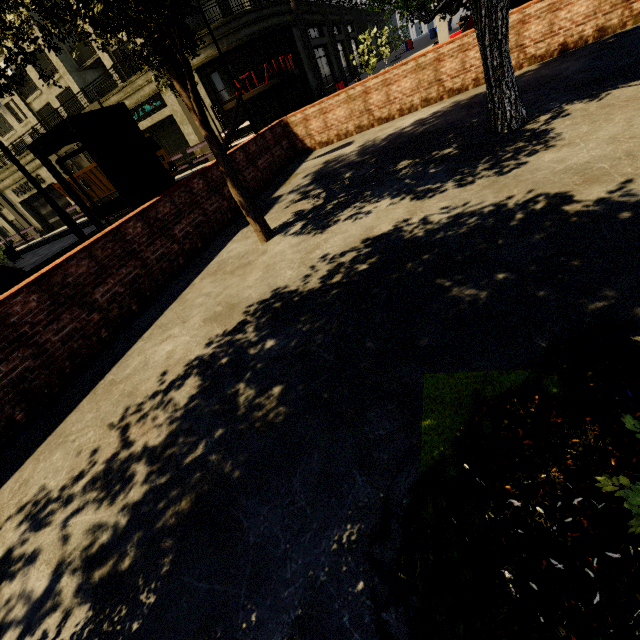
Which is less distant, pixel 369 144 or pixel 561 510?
pixel 561 510

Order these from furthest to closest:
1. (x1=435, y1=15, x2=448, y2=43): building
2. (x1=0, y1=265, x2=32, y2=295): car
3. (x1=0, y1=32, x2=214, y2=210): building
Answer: (x1=0, y1=32, x2=214, y2=210): building → (x1=435, y1=15, x2=448, y2=43): building → (x1=0, y1=265, x2=32, y2=295): car

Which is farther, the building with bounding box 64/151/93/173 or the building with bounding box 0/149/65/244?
the building with bounding box 0/149/65/244

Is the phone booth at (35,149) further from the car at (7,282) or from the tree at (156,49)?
the car at (7,282)

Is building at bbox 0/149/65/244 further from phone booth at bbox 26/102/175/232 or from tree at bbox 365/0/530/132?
phone booth at bbox 26/102/175/232

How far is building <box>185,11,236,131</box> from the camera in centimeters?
2177cm

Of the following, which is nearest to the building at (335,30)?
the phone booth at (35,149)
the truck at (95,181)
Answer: the truck at (95,181)

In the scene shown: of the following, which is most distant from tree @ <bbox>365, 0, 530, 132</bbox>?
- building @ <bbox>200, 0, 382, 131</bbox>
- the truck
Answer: the truck
